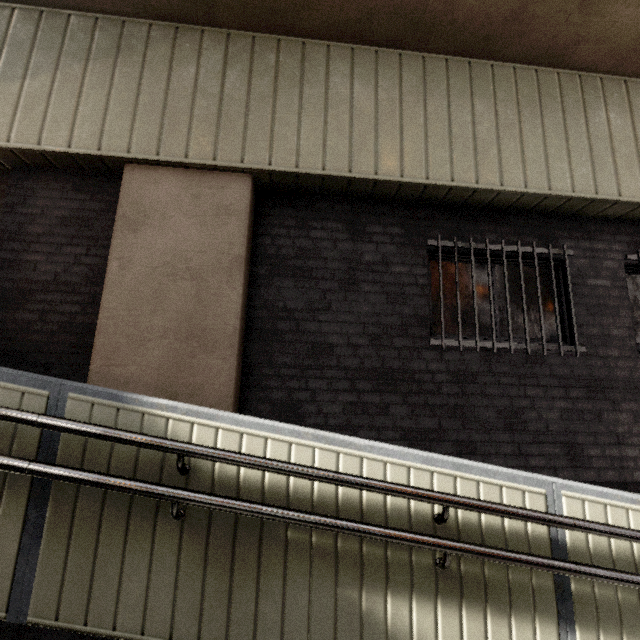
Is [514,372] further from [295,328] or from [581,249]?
[295,328]

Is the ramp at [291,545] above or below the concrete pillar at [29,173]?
below

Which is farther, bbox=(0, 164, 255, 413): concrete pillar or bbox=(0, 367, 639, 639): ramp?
bbox=(0, 164, 255, 413): concrete pillar

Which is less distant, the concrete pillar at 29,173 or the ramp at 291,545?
the ramp at 291,545

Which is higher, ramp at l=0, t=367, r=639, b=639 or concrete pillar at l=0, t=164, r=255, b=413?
concrete pillar at l=0, t=164, r=255, b=413
